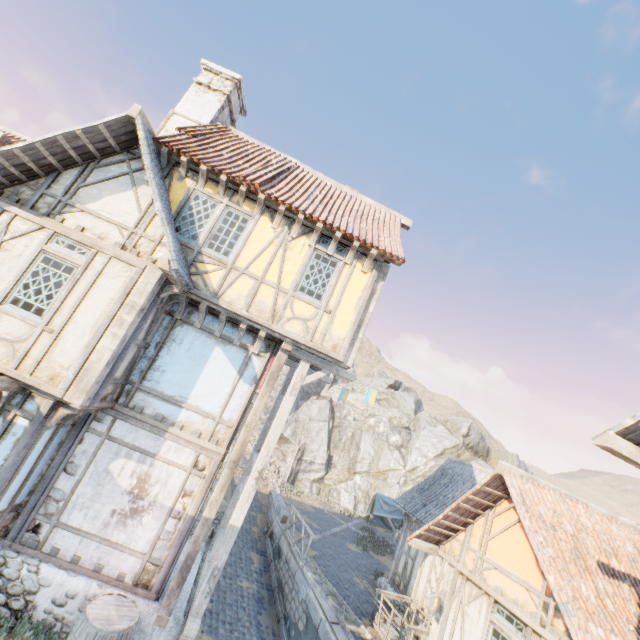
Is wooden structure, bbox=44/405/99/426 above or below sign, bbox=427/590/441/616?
above

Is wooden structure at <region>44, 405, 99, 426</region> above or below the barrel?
above

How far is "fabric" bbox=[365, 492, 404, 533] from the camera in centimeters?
1623cm

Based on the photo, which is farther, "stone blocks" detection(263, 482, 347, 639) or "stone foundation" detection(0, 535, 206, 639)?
"stone blocks" detection(263, 482, 347, 639)

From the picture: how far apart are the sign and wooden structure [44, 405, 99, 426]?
9.89m

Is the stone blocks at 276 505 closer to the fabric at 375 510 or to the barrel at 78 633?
the fabric at 375 510

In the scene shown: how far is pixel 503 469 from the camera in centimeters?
811cm

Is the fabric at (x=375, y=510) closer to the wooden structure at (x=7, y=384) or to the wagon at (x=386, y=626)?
the wagon at (x=386, y=626)
